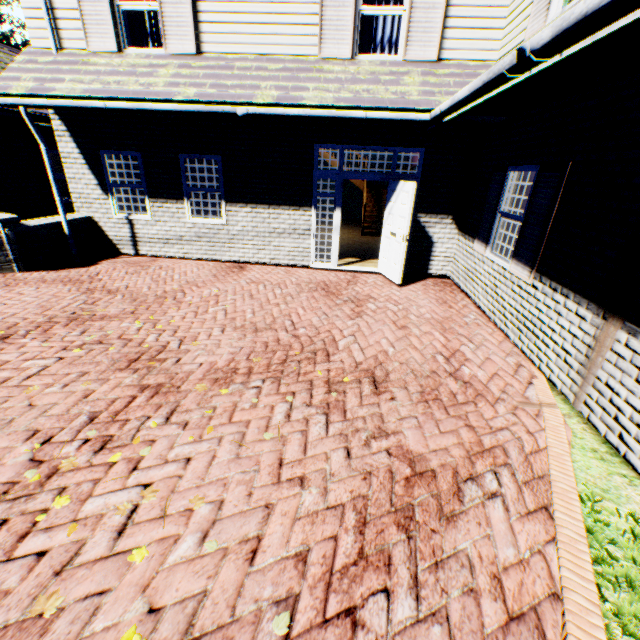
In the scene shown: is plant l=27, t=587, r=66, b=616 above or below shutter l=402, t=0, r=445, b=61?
below

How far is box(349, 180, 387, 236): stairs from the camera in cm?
1309

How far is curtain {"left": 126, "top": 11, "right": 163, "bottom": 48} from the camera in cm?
700

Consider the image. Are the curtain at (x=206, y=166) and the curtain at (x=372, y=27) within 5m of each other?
yes

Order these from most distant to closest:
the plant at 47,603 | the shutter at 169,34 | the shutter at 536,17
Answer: the shutter at 169,34 < the shutter at 536,17 < the plant at 47,603

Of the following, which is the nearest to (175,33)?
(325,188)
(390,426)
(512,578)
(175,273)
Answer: (175,273)

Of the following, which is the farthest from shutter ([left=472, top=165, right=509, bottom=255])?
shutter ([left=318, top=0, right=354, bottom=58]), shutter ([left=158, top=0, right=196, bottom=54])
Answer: shutter ([left=158, top=0, right=196, bottom=54])

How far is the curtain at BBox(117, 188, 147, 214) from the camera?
8.5m
